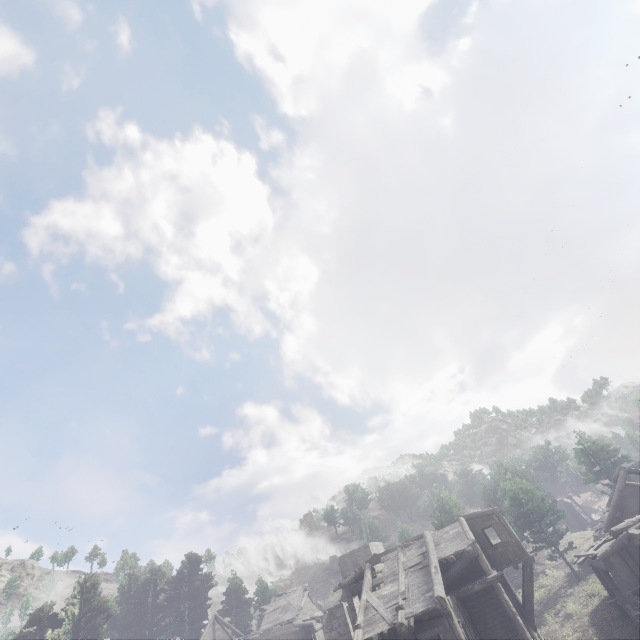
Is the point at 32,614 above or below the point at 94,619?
above

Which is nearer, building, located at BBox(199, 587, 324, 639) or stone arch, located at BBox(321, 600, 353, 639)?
stone arch, located at BBox(321, 600, 353, 639)

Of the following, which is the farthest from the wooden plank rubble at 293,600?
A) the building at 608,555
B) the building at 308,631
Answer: the building at 608,555

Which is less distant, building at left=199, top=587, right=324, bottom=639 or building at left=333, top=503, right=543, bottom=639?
building at left=333, top=503, right=543, bottom=639

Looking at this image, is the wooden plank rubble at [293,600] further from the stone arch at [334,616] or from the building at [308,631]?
the stone arch at [334,616]

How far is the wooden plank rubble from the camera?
37.3m

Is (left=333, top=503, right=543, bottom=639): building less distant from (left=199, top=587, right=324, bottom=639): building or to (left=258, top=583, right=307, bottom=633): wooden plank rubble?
(left=199, top=587, right=324, bottom=639): building

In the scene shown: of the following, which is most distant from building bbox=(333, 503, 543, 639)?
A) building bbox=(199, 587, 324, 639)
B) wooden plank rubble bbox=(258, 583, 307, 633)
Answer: wooden plank rubble bbox=(258, 583, 307, 633)
